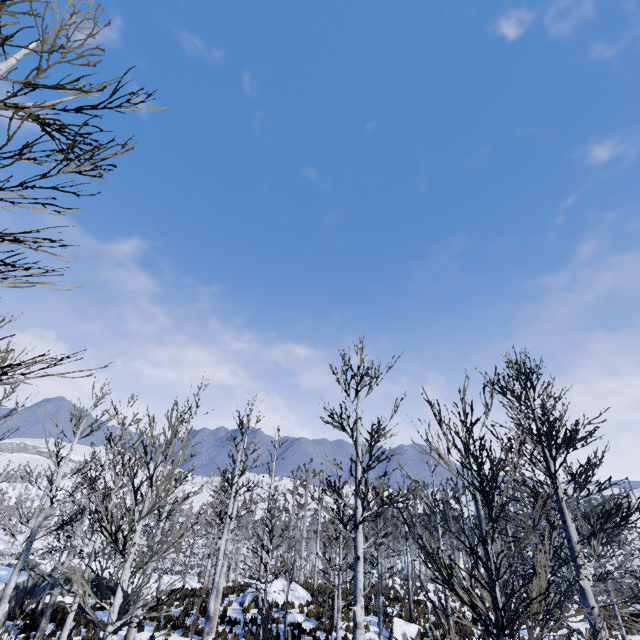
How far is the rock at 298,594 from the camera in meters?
18.1

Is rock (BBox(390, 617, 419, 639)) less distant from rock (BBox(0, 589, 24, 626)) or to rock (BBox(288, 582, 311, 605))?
rock (BBox(288, 582, 311, 605))

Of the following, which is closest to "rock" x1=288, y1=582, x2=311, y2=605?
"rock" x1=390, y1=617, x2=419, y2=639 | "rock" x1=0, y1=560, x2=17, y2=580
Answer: "rock" x1=390, y1=617, x2=419, y2=639

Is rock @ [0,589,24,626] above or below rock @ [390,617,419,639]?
below

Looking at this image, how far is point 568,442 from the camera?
7.71m

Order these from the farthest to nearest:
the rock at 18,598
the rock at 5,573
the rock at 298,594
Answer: the rock at 298,594 → the rock at 5,573 → the rock at 18,598
